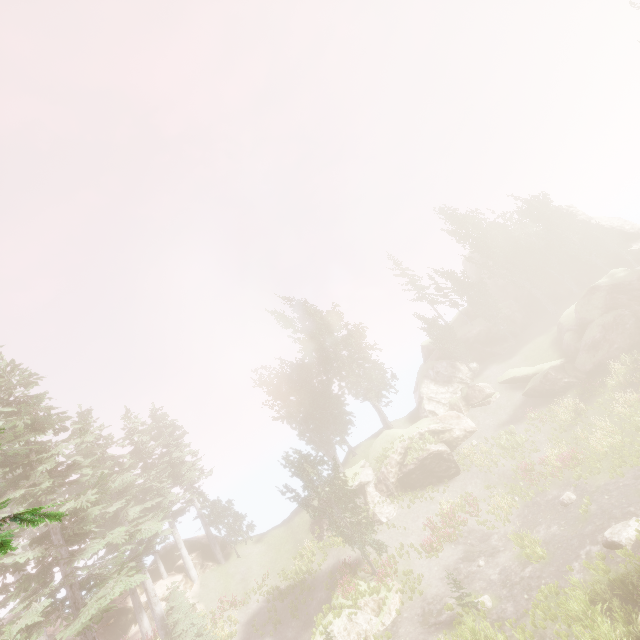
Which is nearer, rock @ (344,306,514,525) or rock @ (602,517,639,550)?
rock @ (602,517,639,550)

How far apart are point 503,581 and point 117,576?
19.31m

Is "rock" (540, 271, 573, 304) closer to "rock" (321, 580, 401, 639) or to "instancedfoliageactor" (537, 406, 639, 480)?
"instancedfoliageactor" (537, 406, 639, 480)

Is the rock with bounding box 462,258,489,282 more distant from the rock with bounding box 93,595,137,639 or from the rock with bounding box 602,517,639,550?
the rock with bounding box 602,517,639,550

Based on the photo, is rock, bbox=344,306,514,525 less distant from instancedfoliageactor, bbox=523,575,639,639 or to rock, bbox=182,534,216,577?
instancedfoliageactor, bbox=523,575,639,639

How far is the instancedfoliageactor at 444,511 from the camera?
22.67m
